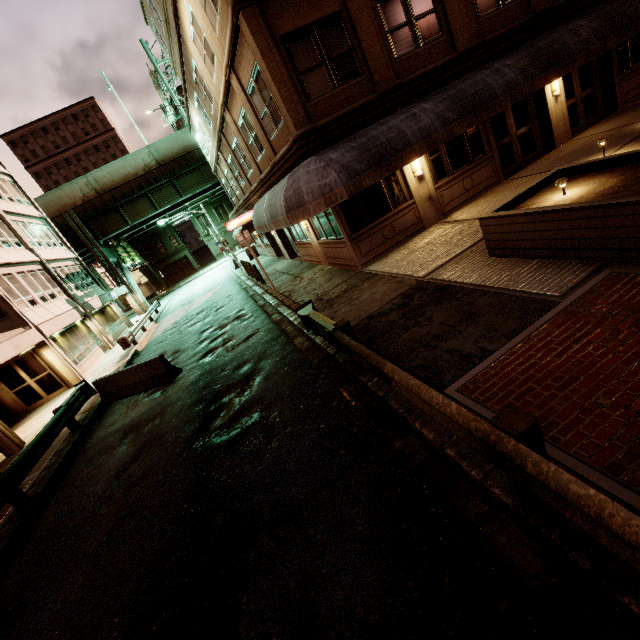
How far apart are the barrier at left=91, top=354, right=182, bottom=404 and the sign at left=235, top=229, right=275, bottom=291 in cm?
539

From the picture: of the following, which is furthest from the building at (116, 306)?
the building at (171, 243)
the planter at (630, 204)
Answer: the building at (171, 243)

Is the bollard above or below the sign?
below

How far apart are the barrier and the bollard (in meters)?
8.93

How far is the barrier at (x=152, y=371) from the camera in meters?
11.1

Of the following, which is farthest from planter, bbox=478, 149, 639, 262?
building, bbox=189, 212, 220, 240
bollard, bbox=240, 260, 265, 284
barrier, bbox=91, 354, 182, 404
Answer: building, bbox=189, 212, 220, 240

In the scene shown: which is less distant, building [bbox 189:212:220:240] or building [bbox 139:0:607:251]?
building [bbox 139:0:607:251]

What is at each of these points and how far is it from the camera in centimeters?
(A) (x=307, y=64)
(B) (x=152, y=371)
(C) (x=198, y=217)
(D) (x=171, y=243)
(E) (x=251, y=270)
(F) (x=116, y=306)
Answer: (A) building, 954cm
(B) barrier, 1133cm
(C) building, 5650cm
(D) building, 5684cm
(E) bollard, 1934cm
(F) building, 3039cm
